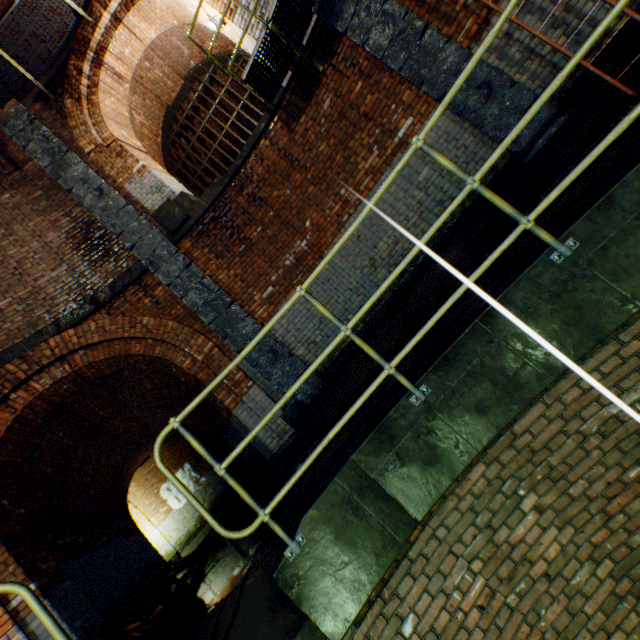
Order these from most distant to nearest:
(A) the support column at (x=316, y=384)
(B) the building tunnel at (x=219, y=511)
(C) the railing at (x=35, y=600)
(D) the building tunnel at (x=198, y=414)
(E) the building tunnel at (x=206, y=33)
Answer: (D) the building tunnel at (x=198, y=414) < (B) the building tunnel at (x=219, y=511) < (E) the building tunnel at (x=206, y=33) < (A) the support column at (x=316, y=384) < (C) the railing at (x=35, y=600)

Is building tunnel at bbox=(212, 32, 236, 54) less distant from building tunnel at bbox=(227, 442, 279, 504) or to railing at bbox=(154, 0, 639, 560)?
building tunnel at bbox=(227, 442, 279, 504)

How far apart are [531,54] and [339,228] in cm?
360

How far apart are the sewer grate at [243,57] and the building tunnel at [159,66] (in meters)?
0.00

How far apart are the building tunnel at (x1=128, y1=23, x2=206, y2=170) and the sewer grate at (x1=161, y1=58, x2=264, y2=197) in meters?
0.0

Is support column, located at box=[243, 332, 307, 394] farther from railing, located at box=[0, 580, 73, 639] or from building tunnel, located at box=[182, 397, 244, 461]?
railing, located at box=[0, 580, 73, 639]

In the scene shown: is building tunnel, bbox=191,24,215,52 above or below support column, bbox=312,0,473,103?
above

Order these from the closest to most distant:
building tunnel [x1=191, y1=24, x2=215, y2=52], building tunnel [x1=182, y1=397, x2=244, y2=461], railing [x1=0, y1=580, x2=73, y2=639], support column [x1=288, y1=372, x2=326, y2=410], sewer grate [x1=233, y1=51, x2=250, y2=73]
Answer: railing [x1=0, y1=580, x2=73, y2=639]
support column [x1=288, y1=372, x2=326, y2=410]
building tunnel [x1=191, y1=24, x2=215, y2=52]
sewer grate [x1=233, y1=51, x2=250, y2=73]
building tunnel [x1=182, y1=397, x2=244, y2=461]
